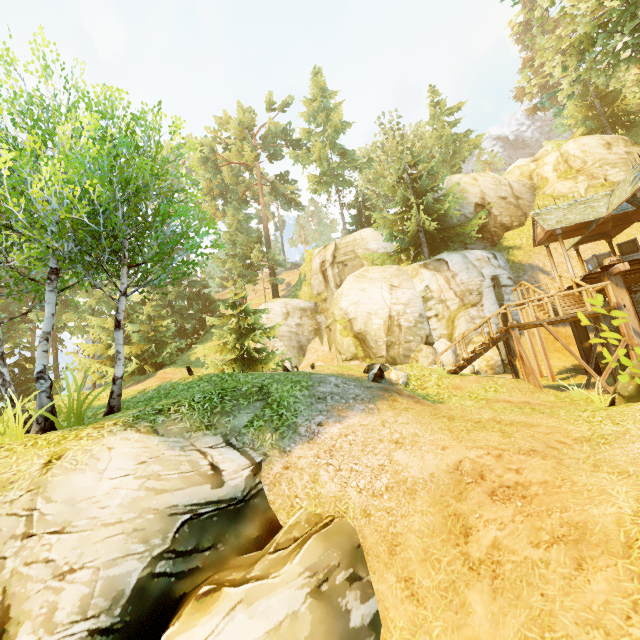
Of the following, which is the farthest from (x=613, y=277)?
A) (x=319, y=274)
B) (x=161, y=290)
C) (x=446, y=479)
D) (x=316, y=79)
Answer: (x=161, y=290)

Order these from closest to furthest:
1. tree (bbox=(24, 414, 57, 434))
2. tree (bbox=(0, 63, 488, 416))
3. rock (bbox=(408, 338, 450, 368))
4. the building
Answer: tree (bbox=(24, 414, 57, 434)), tree (bbox=(0, 63, 488, 416)), the building, rock (bbox=(408, 338, 450, 368))

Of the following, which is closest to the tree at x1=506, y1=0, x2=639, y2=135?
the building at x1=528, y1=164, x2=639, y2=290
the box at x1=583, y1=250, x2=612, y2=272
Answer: the building at x1=528, y1=164, x2=639, y2=290

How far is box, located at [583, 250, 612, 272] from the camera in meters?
15.8 m

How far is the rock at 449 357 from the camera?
17.97m

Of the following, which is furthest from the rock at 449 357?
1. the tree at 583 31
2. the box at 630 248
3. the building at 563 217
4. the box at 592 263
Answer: the box at 630 248

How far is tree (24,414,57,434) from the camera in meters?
7.0

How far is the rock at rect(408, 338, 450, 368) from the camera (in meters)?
17.67
